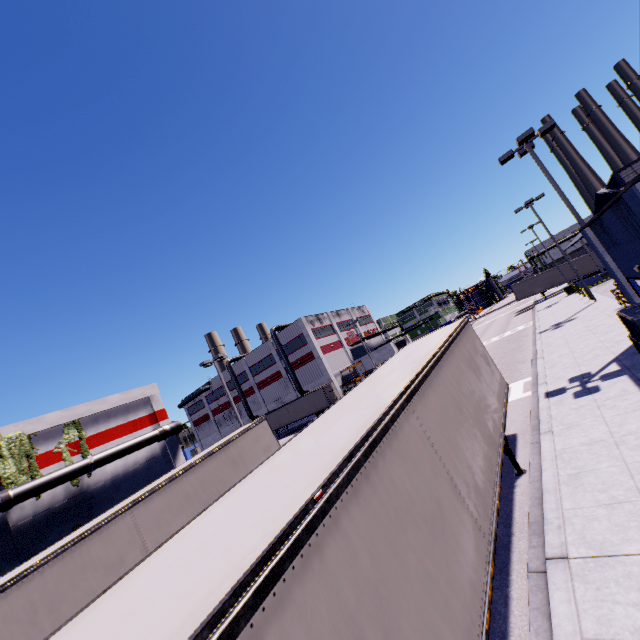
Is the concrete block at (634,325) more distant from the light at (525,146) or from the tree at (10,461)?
the tree at (10,461)

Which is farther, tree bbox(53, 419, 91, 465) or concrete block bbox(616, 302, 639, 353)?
tree bbox(53, 419, 91, 465)

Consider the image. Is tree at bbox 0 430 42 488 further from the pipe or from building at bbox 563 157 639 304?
the pipe

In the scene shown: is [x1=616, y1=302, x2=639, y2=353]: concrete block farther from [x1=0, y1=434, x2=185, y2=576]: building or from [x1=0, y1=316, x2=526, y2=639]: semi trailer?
[x1=0, y1=316, x2=526, y2=639]: semi trailer

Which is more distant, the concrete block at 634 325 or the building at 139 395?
the building at 139 395

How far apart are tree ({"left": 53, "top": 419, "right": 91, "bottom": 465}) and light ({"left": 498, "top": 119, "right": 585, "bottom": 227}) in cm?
3158

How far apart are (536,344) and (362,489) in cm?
2258
